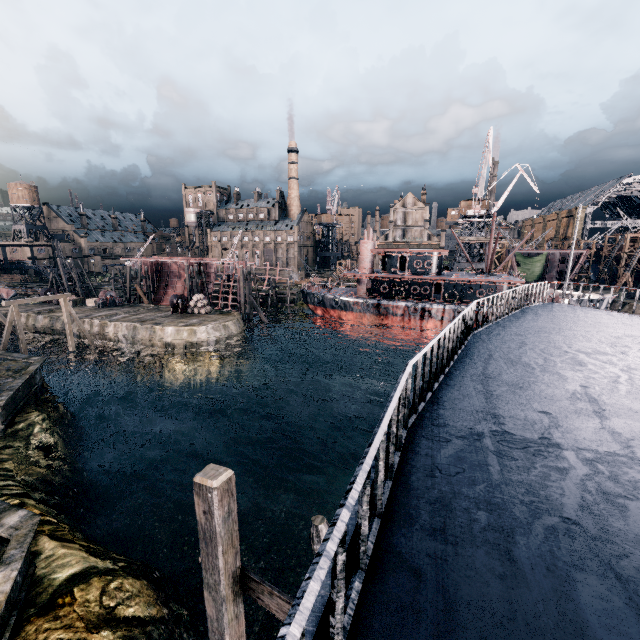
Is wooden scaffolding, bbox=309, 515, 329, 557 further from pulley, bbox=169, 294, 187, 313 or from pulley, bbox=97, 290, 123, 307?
pulley, bbox=97, 290, 123, 307

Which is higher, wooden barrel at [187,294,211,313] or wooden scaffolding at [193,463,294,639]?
wooden scaffolding at [193,463,294,639]

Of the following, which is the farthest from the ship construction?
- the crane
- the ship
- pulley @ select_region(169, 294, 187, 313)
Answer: the ship

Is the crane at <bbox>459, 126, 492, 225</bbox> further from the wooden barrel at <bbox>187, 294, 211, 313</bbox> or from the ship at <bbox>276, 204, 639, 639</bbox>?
the wooden barrel at <bbox>187, 294, 211, 313</bbox>

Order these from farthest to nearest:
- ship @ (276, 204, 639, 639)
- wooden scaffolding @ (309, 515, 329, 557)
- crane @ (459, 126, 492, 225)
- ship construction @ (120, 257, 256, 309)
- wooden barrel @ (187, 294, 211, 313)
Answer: ship construction @ (120, 257, 256, 309)
crane @ (459, 126, 492, 225)
wooden barrel @ (187, 294, 211, 313)
wooden scaffolding @ (309, 515, 329, 557)
ship @ (276, 204, 639, 639)

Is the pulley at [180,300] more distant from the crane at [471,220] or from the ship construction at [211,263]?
the crane at [471,220]

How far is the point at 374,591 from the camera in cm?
246

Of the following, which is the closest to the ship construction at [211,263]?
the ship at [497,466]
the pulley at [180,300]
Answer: the pulley at [180,300]
